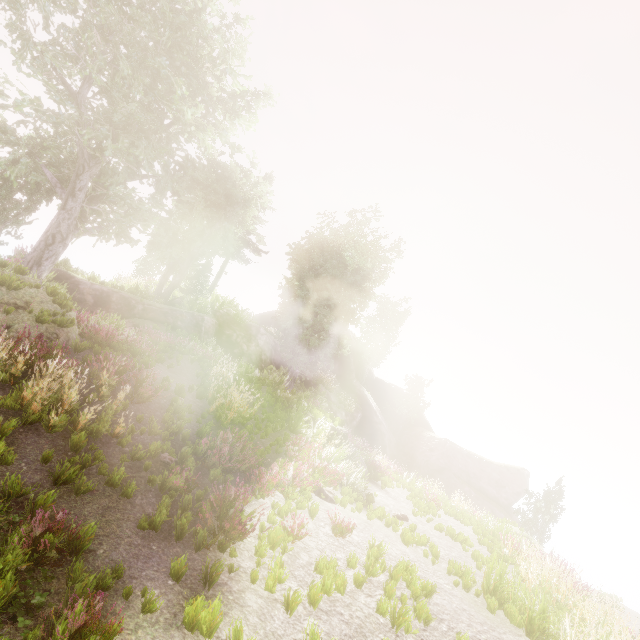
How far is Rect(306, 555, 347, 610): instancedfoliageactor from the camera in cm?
527

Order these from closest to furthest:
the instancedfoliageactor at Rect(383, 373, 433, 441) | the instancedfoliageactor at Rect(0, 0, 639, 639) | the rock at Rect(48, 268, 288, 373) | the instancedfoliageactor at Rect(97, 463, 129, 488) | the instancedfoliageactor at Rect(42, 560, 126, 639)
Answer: the instancedfoliageactor at Rect(42, 560, 126, 639)
the instancedfoliageactor at Rect(97, 463, 129, 488)
the instancedfoliageactor at Rect(0, 0, 639, 639)
the rock at Rect(48, 268, 288, 373)
the instancedfoliageactor at Rect(383, 373, 433, 441)

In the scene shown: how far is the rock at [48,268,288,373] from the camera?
18.0m

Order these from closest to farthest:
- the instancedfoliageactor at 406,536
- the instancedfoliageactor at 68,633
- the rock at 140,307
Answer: the instancedfoliageactor at 68,633 < the instancedfoliageactor at 406,536 < the rock at 140,307

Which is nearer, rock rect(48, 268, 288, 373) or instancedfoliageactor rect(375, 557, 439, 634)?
instancedfoliageactor rect(375, 557, 439, 634)

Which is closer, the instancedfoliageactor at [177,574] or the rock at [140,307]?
the instancedfoliageactor at [177,574]

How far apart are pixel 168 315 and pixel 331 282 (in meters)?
11.30
